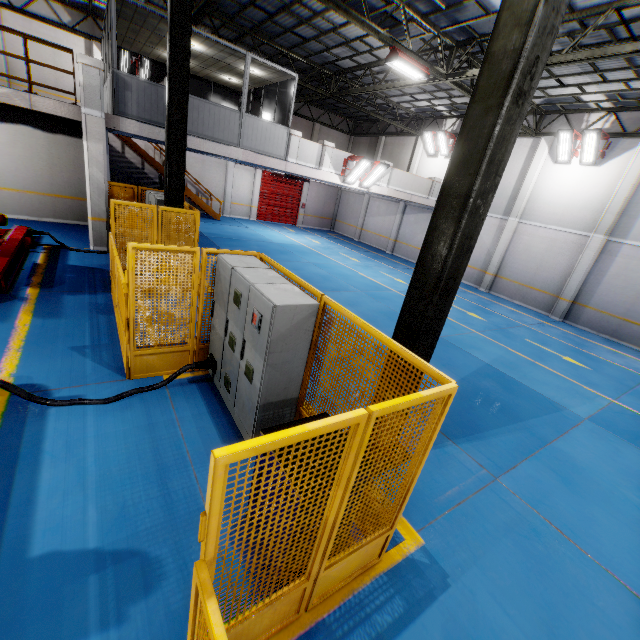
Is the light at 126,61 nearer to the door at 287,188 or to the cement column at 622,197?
the door at 287,188

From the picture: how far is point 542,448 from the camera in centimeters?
585cm

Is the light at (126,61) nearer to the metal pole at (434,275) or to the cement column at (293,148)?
the cement column at (293,148)

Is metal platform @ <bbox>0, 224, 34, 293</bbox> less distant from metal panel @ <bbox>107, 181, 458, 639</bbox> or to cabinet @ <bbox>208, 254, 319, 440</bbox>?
metal panel @ <bbox>107, 181, 458, 639</bbox>

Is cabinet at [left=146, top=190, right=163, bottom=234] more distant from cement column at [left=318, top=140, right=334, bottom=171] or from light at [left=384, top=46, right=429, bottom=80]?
light at [left=384, top=46, right=429, bottom=80]

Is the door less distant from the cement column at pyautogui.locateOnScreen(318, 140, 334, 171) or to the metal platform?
the cement column at pyautogui.locateOnScreen(318, 140, 334, 171)

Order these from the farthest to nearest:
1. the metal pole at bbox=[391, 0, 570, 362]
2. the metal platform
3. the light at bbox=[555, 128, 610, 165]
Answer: the light at bbox=[555, 128, 610, 165] < the metal platform < the metal pole at bbox=[391, 0, 570, 362]

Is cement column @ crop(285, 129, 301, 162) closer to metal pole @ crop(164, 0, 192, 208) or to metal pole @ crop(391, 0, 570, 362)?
metal pole @ crop(164, 0, 192, 208)
